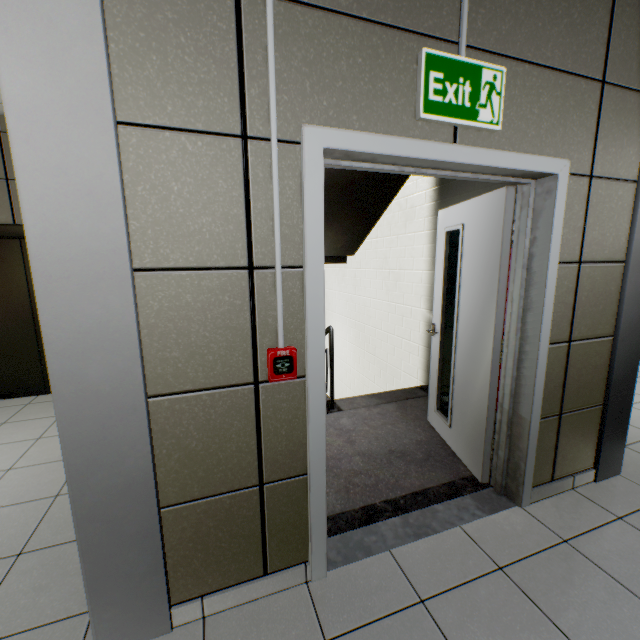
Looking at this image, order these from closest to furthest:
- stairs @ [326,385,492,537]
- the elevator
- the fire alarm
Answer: the fire alarm
stairs @ [326,385,492,537]
the elevator

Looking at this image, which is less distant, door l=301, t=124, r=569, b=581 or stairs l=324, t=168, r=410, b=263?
door l=301, t=124, r=569, b=581

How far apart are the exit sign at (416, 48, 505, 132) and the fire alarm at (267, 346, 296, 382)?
A: 1.2 meters

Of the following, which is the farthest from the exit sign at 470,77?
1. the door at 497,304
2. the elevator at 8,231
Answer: the elevator at 8,231

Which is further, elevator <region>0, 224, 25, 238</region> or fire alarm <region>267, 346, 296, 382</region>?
elevator <region>0, 224, 25, 238</region>

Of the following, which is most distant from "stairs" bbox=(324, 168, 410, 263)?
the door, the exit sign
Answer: the exit sign

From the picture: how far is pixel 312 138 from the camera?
1.30m

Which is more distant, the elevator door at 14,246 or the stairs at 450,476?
the elevator door at 14,246
